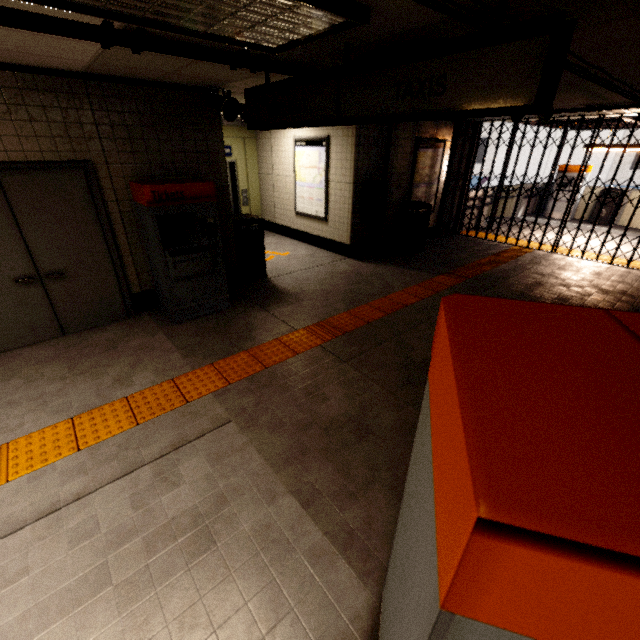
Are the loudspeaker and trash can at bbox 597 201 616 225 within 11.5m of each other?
no

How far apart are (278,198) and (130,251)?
5.25m

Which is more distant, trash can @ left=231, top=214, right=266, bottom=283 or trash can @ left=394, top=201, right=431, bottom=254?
trash can @ left=394, top=201, right=431, bottom=254

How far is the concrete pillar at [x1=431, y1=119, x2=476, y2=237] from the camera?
8.3m

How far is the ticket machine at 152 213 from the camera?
4.0m

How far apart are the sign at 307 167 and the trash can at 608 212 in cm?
1047

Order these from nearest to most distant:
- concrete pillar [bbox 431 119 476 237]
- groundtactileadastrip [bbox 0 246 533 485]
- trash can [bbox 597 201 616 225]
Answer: groundtactileadastrip [bbox 0 246 533 485] < concrete pillar [bbox 431 119 476 237] < trash can [bbox 597 201 616 225]

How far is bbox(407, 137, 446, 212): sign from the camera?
7.7m
